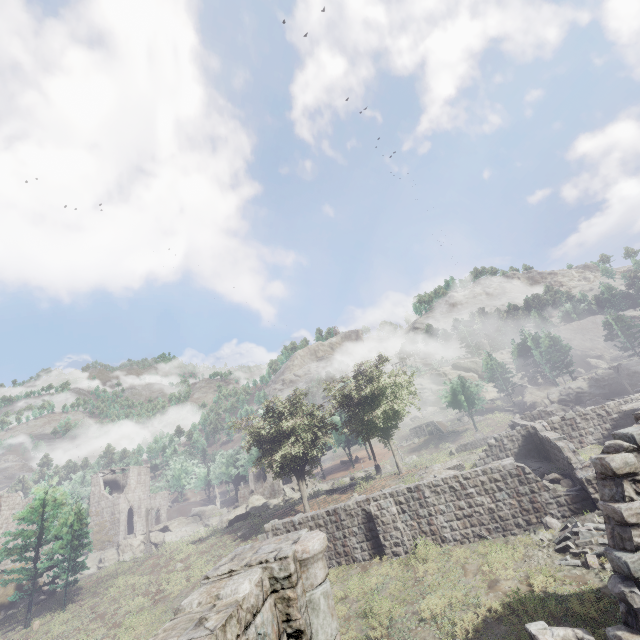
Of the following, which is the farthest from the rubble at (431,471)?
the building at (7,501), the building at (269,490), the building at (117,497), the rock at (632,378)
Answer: the building at (117,497)

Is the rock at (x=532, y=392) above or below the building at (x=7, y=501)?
below

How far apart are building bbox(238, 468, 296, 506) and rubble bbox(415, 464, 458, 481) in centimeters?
3047cm

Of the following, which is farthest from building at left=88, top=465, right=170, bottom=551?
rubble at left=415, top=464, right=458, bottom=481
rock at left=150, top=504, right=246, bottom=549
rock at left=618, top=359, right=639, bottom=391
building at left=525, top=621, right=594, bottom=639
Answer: rock at left=618, top=359, right=639, bottom=391

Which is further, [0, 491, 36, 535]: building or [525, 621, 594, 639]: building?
[0, 491, 36, 535]: building

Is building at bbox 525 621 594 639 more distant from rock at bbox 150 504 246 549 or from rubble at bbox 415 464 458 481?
rock at bbox 150 504 246 549

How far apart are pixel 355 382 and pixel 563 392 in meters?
37.7 m
